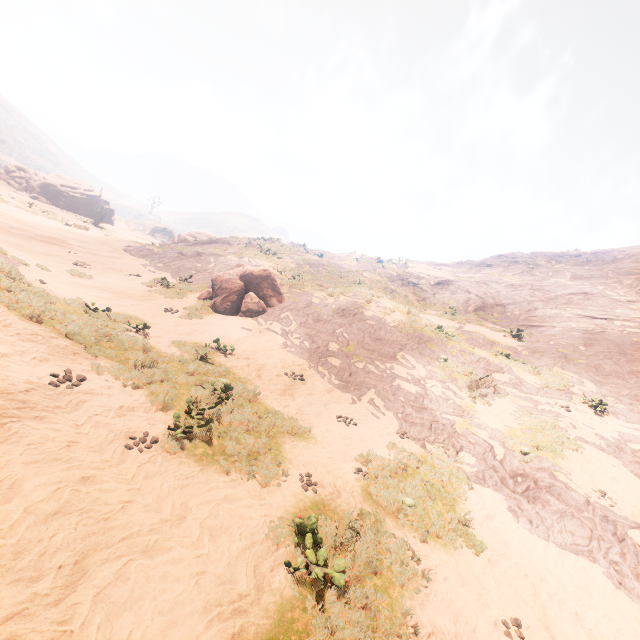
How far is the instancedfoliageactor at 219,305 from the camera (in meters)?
15.70

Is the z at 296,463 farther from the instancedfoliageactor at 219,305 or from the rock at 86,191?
the rock at 86,191

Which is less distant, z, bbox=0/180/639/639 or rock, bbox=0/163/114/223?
z, bbox=0/180/639/639

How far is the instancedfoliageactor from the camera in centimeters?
1570cm

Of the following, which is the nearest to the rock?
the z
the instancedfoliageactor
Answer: the z

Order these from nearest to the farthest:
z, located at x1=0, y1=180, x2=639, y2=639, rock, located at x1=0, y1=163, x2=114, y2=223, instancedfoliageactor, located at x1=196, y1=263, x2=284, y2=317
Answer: z, located at x1=0, y1=180, x2=639, y2=639
instancedfoliageactor, located at x1=196, y1=263, x2=284, y2=317
rock, located at x1=0, y1=163, x2=114, y2=223

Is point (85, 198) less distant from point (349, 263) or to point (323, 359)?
point (349, 263)
